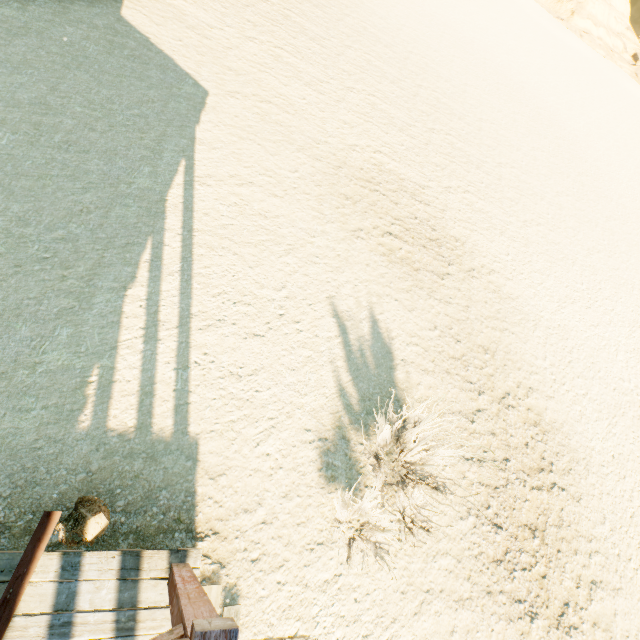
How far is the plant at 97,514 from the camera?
3.2 meters

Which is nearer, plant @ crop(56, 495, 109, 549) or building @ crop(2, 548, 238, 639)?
building @ crop(2, 548, 238, 639)

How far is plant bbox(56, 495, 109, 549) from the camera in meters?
3.2 m

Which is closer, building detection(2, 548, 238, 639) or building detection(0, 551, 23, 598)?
building detection(2, 548, 238, 639)

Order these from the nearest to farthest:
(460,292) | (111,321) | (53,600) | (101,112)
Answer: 1. (53,600)
2. (111,321)
3. (101,112)
4. (460,292)

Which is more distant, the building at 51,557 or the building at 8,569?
the building at 8,569
